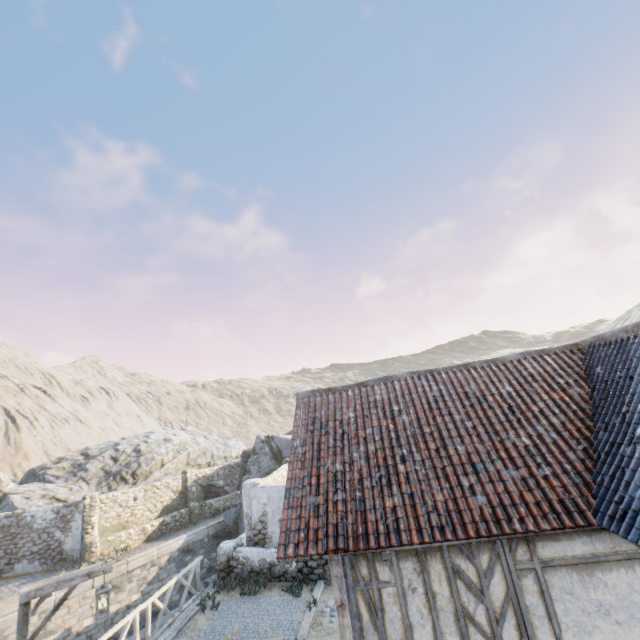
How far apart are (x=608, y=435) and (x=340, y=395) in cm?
575

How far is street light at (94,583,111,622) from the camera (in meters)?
6.71

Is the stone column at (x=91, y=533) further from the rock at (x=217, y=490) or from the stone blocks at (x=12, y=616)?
the rock at (x=217, y=490)

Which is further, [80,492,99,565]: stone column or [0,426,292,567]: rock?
[0,426,292,567]: rock

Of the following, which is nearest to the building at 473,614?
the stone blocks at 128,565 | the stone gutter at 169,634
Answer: the stone blocks at 128,565

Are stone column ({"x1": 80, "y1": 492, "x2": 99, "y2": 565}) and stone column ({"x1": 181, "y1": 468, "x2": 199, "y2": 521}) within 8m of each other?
yes

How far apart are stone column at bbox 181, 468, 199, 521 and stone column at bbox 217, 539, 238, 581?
10.1m

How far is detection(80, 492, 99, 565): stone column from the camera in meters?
16.4
